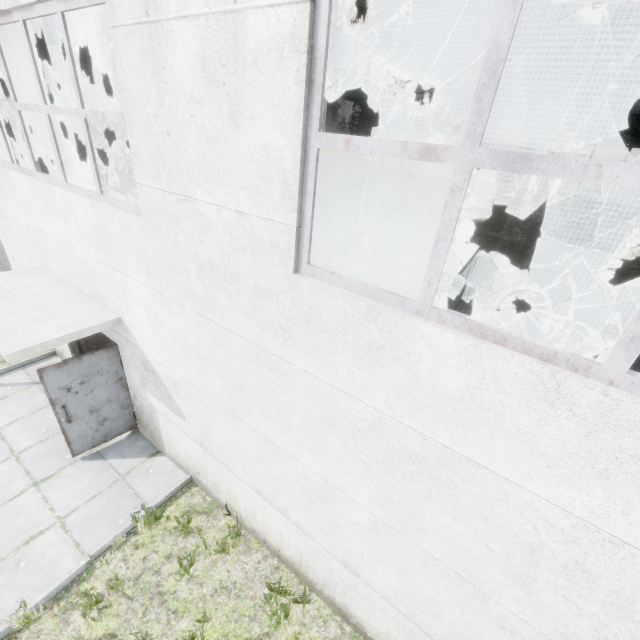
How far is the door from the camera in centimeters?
552cm

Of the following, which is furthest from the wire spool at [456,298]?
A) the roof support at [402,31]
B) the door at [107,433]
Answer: the door at [107,433]

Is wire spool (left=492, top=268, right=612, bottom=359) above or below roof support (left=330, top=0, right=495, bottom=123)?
below

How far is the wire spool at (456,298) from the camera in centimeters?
1238cm

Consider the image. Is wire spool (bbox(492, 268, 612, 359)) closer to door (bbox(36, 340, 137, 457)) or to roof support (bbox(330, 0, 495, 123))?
roof support (bbox(330, 0, 495, 123))

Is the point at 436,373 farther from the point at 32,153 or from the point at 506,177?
the point at 506,177

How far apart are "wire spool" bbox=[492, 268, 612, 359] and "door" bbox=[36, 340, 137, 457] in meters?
11.4

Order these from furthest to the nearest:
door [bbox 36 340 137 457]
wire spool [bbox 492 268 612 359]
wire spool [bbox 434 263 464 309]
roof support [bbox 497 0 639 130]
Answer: wire spool [bbox 434 263 464 309], wire spool [bbox 492 268 612 359], roof support [bbox 497 0 639 130], door [bbox 36 340 137 457]
